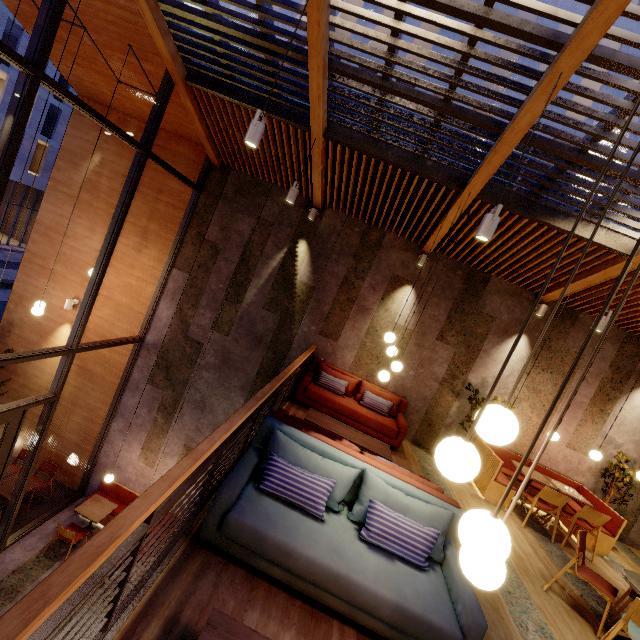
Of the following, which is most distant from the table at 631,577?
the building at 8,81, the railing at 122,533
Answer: the building at 8,81

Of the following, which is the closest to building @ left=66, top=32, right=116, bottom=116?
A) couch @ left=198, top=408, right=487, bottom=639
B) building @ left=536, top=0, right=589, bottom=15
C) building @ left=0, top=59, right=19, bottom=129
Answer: couch @ left=198, top=408, right=487, bottom=639

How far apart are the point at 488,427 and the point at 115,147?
10.0m

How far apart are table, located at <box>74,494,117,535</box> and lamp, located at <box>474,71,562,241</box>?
9.5 meters

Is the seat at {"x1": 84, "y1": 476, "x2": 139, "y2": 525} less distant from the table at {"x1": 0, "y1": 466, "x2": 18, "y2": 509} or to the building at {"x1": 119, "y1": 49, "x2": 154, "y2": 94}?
→ the building at {"x1": 119, "y1": 49, "x2": 154, "y2": 94}

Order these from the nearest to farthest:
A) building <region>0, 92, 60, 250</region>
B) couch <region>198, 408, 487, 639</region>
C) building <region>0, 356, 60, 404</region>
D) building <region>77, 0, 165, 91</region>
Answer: couch <region>198, 408, 487, 639</region>
building <region>77, 0, 165, 91</region>
building <region>0, 356, 60, 404</region>
building <region>0, 92, 60, 250</region>

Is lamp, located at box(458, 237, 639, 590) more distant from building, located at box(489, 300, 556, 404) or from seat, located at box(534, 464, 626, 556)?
seat, located at box(534, 464, 626, 556)

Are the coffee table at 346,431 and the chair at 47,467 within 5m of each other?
no
